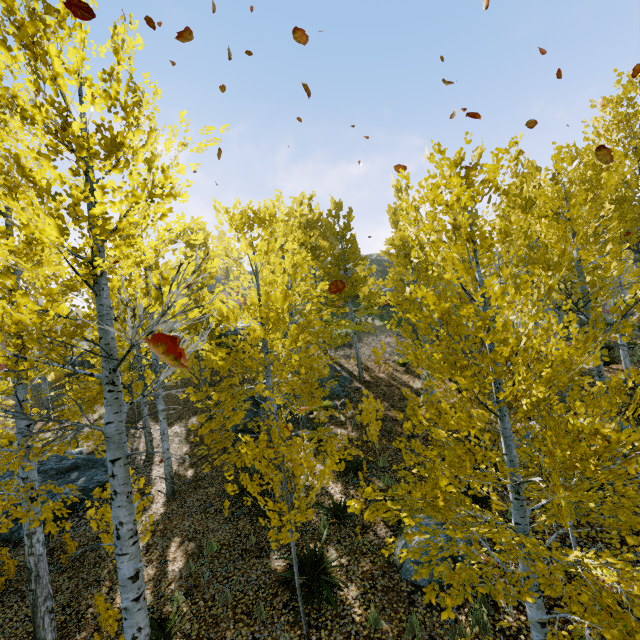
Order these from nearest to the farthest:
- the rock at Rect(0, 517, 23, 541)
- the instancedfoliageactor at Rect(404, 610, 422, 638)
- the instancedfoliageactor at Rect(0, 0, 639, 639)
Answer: the instancedfoliageactor at Rect(0, 0, 639, 639) → the instancedfoliageactor at Rect(404, 610, 422, 638) → the rock at Rect(0, 517, 23, 541)

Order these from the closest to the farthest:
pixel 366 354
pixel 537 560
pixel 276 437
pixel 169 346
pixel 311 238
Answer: pixel 169 346 → pixel 537 560 → pixel 276 437 → pixel 311 238 → pixel 366 354

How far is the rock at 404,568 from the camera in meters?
6.0 m

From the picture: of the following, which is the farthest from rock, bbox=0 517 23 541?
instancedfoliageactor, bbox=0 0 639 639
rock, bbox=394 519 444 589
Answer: rock, bbox=394 519 444 589

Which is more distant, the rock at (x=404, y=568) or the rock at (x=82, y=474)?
the rock at (x=82, y=474)

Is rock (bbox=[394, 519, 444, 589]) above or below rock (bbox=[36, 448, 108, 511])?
below

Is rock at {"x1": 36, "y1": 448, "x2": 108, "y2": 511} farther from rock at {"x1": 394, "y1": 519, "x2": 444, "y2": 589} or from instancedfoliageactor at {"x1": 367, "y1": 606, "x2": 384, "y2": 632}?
rock at {"x1": 394, "y1": 519, "x2": 444, "y2": 589}

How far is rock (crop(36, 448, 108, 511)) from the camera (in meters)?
11.20
